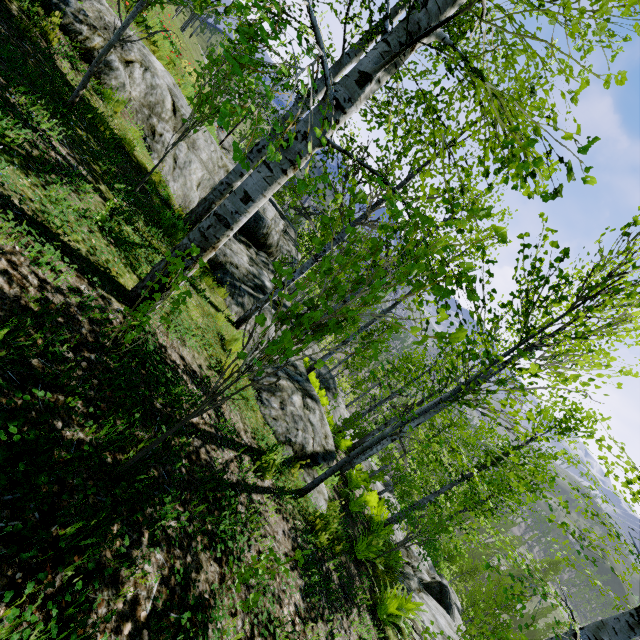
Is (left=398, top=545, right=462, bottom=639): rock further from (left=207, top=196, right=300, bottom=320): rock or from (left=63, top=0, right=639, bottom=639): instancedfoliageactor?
(left=207, top=196, right=300, bottom=320): rock

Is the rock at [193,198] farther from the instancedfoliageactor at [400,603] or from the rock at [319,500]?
the instancedfoliageactor at [400,603]

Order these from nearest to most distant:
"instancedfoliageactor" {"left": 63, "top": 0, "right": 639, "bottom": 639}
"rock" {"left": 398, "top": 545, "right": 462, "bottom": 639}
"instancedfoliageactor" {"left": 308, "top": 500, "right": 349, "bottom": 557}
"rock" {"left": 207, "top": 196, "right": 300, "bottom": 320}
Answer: "instancedfoliageactor" {"left": 63, "top": 0, "right": 639, "bottom": 639} < "instancedfoliageactor" {"left": 308, "top": 500, "right": 349, "bottom": 557} < "rock" {"left": 207, "top": 196, "right": 300, "bottom": 320} < "rock" {"left": 398, "top": 545, "right": 462, "bottom": 639}

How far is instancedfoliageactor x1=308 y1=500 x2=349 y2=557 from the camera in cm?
503

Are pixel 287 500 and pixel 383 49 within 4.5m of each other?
no

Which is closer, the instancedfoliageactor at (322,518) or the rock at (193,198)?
the instancedfoliageactor at (322,518)

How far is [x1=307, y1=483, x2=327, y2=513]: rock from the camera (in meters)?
5.97
